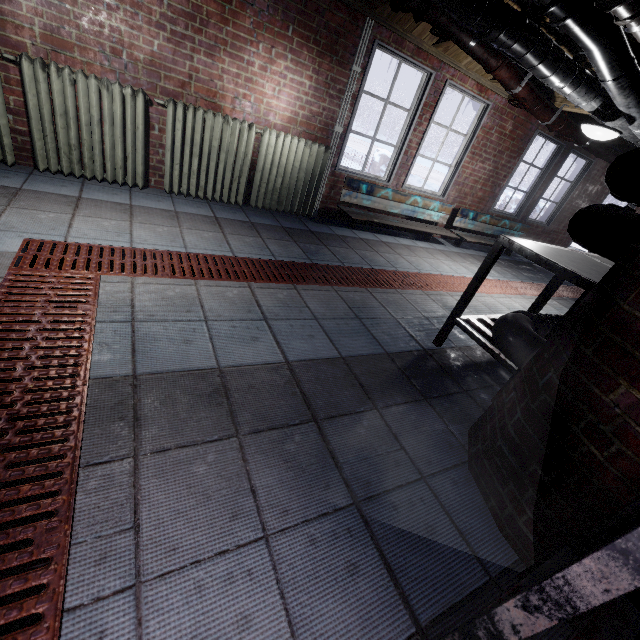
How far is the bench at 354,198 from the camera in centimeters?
409cm

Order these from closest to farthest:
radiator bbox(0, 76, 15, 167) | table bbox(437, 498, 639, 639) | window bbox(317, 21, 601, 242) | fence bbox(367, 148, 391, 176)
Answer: table bbox(437, 498, 639, 639)
radiator bbox(0, 76, 15, 167)
window bbox(317, 21, 601, 242)
fence bbox(367, 148, 391, 176)

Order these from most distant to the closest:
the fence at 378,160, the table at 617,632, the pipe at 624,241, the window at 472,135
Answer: the fence at 378,160 → the window at 472,135 → the pipe at 624,241 → the table at 617,632

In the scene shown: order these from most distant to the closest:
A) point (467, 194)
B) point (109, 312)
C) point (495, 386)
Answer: point (467, 194) < point (495, 386) < point (109, 312)

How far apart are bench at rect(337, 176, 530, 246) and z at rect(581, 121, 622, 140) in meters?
1.8 m

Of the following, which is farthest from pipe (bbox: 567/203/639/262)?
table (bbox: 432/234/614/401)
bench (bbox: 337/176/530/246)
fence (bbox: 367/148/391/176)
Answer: fence (bbox: 367/148/391/176)

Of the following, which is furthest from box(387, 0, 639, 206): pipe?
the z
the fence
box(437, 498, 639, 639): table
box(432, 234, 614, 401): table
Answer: the fence

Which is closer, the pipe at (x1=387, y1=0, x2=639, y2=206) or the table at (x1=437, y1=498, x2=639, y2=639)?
the table at (x1=437, y1=498, x2=639, y2=639)
